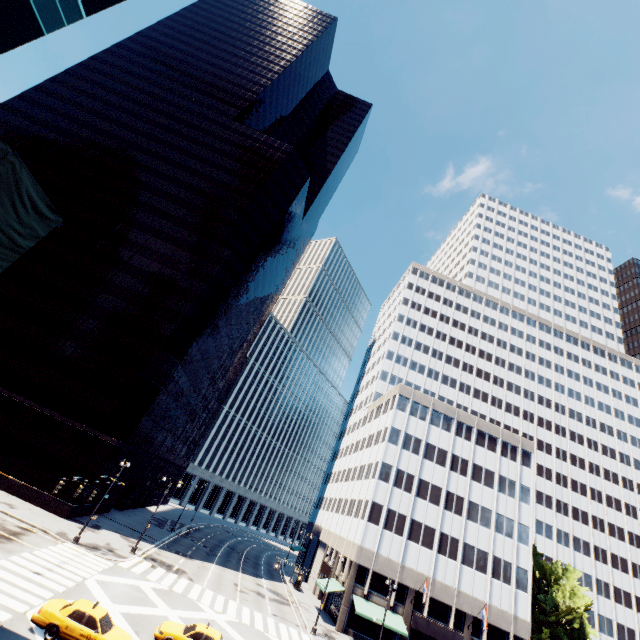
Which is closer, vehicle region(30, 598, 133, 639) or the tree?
vehicle region(30, 598, 133, 639)

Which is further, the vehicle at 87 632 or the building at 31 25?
the vehicle at 87 632

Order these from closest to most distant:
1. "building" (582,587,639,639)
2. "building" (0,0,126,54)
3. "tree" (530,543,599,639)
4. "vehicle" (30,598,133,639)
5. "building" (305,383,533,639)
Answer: "building" (0,0,126,54) → "vehicle" (30,598,133,639) → "building" (305,383,533,639) → "tree" (530,543,599,639) → "building" (582,587,639,639)

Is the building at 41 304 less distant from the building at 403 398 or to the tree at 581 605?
the building at 403 398

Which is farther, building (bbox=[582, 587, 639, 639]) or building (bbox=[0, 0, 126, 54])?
building (bbox=[582, 587, 639, 639])

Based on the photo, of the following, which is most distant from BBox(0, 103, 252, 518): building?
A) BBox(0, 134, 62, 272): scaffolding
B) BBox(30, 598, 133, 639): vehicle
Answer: BBox(0, 134, 62, 272): scaffolding

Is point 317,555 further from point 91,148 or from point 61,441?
point 91,148

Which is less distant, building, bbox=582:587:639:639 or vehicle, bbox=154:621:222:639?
vehicle, bbox=154:621:222:639
